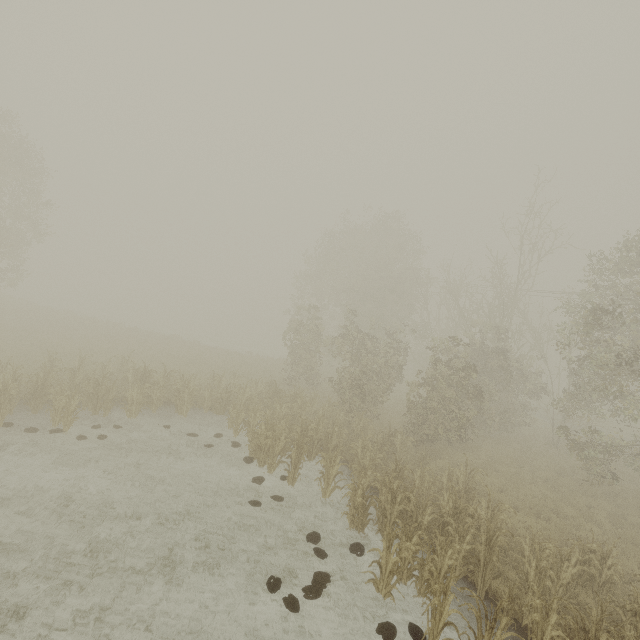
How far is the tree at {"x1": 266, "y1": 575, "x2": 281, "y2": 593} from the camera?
6.91m

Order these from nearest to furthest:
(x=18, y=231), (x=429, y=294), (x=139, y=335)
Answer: (x=18, y=231)
(x=429, y=294)
(x=139, y=335)

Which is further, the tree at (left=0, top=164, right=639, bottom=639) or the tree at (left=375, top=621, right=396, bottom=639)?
the tree at (left=0, top=164, right=639, bottom=639)

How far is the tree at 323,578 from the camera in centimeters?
697cm

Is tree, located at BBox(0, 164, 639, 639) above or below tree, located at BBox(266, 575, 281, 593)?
above

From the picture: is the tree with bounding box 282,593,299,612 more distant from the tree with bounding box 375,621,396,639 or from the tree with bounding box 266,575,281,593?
the tree with bounding box 375,621,396,639

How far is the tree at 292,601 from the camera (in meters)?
6.57

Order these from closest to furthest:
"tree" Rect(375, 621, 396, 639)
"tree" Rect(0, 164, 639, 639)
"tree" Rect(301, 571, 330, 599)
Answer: "tree" Rect(375, 621, 396, 639) → "tree" Rect(301, 571, 330, 599) → "tree" Rect(0, 164, 639, 639)
